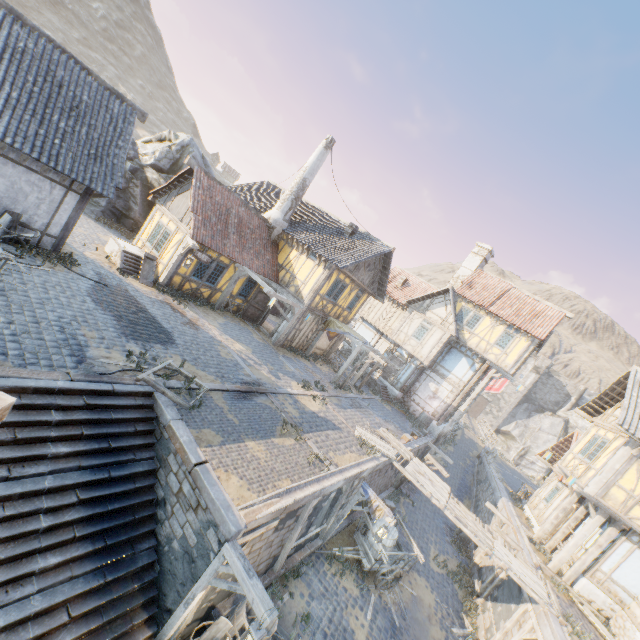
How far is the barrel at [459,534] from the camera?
18.89m

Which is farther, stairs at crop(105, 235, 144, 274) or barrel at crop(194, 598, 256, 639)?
stairs at crop(105, 235, 144, 274)

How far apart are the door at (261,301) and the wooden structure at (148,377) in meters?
9.7 m

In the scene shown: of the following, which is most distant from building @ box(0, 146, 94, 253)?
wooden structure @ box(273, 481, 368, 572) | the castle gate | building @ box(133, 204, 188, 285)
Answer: the castle gate

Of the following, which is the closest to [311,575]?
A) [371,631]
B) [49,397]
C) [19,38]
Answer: [371,631]

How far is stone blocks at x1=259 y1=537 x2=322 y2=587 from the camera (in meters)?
9.13

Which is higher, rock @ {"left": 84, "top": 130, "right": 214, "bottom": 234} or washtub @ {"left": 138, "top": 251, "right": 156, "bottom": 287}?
rock @ {"left": 84, "top": 130, "right": 214, "bottom": 234}

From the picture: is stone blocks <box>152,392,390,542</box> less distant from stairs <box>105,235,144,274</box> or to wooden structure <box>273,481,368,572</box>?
wooden structure <box>273,481,368,572</box>
